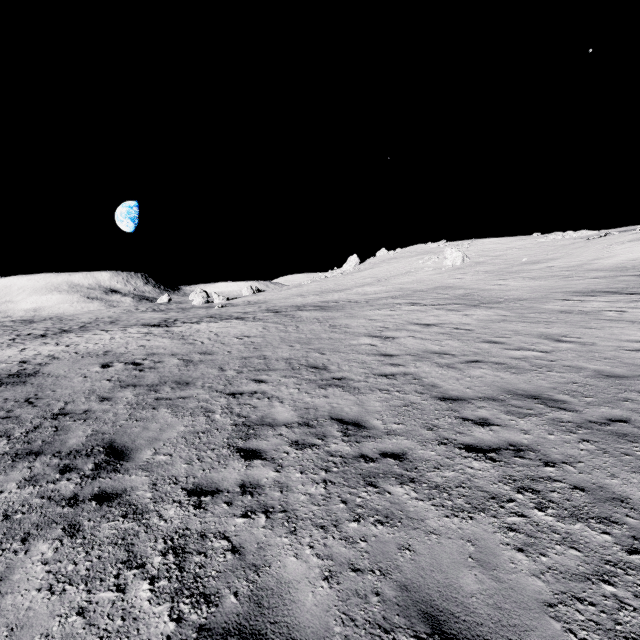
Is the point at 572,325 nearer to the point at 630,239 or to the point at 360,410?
the point at 360,410
